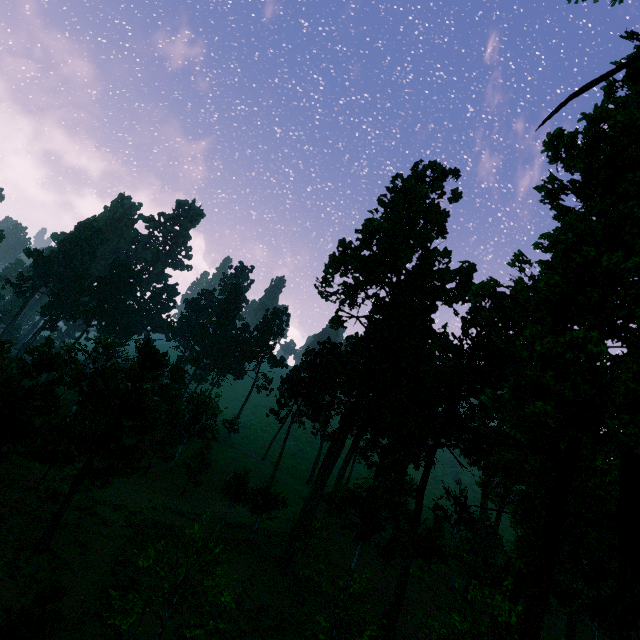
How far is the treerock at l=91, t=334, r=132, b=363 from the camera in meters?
43.0 m

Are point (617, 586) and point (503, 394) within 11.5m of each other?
yes

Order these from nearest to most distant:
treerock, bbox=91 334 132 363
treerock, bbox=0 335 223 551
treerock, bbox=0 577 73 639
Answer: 1. treerock, bbox=0 577 73 639
2. treerock, bbox=0 335 223 551
3. treerock, bbox=91 334 132 363

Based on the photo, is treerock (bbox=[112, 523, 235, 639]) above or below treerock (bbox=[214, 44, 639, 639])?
below

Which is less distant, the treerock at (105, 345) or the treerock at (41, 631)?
the treerock at (41, 631)

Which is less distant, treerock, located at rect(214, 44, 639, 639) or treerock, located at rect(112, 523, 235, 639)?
treerock, located at rect(214, 44, 639, 639)

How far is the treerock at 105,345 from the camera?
43.0m
